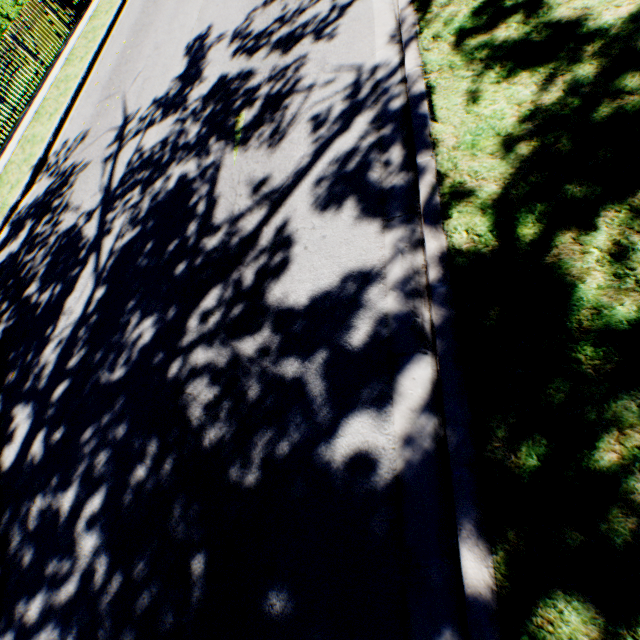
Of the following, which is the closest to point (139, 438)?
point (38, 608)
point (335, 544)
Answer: point (38, 608)

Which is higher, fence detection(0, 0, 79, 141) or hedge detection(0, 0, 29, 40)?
hedge detection(0, 0, 29, 40)

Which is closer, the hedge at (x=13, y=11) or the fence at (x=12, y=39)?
the fence at (x=12, y=39)

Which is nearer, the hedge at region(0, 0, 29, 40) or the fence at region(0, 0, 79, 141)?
the fence at region(0, 0, 79, 141)

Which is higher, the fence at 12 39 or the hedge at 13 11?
the hedge at 13 11
